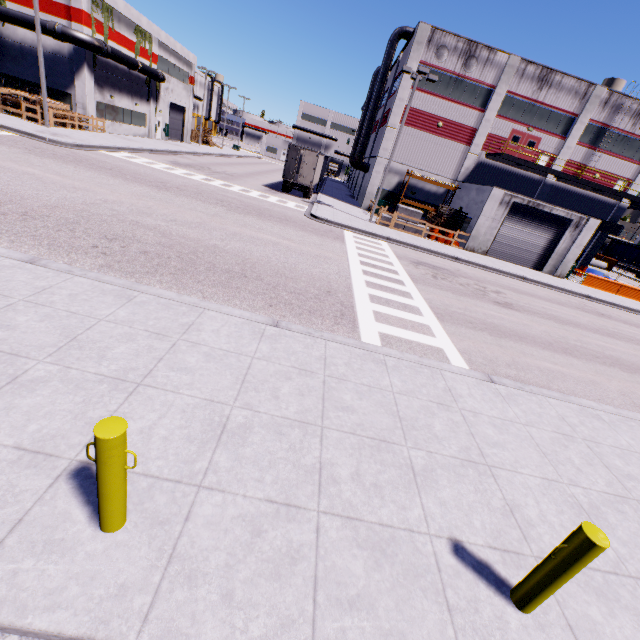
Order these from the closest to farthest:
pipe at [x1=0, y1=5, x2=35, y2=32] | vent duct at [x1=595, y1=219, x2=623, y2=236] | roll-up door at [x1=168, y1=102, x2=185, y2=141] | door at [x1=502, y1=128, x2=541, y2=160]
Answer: pipe at [x1=0, y1=5, x2=35, y2=32] < door at [x1=502, y1=128, x2=541, y2=160] < vent duct at [x1=595, y1=219, x2=623, y2=236] < roll-up door at [x1=168, y1=102, x2=185, y2=141]

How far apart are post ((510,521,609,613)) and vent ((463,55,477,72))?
34.9m

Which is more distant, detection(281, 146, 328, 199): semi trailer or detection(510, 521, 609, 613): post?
detection(281, 146, 328, 199): semi trailer

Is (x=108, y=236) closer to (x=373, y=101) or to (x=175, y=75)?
(x=373, y=101)

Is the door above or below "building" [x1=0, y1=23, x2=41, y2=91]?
above

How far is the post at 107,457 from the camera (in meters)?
2.34

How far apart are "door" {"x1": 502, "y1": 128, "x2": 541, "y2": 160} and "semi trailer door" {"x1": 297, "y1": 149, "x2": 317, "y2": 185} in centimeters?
1729cm

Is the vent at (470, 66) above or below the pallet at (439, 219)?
above
